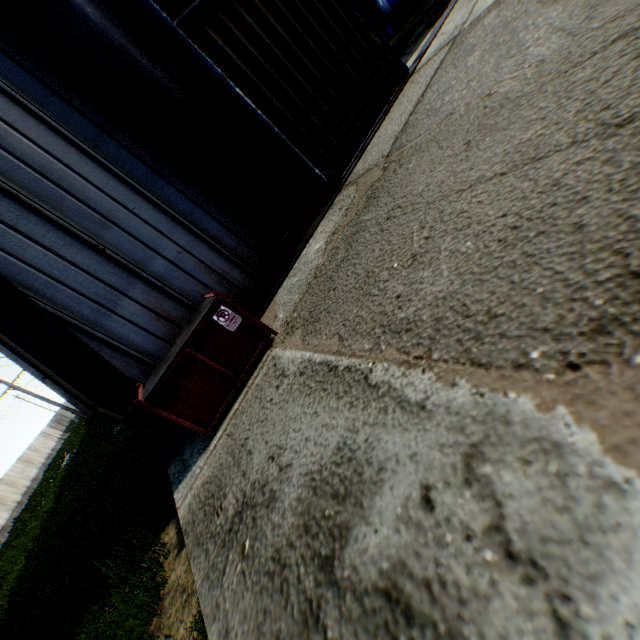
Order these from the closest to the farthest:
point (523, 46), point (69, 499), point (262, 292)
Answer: point (523, 46)
point (262, 292)
point (69, 499)

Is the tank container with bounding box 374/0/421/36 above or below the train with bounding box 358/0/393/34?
below

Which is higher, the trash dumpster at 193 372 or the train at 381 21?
the train at 381 21

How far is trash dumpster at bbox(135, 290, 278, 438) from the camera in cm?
464

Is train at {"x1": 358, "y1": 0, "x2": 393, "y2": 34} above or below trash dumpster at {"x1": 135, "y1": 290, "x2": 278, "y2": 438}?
above

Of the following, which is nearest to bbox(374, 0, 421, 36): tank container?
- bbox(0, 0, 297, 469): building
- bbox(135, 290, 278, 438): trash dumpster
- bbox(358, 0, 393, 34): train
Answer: bbox(0, 0, 297, 469): building

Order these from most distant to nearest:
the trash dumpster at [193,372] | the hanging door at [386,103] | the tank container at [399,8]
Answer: the tank container at [399,8], the hanging door at [386,103], the trash dumpster at [193,372]

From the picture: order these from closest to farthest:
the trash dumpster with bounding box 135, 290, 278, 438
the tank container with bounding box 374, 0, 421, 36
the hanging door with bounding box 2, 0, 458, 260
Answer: the trash dumpster with bounding box 135, 290, 278, 438, the hanging door with bounding box 2, 0, 458, 260, the tank container with bounding box 374, 0, 421, 36
